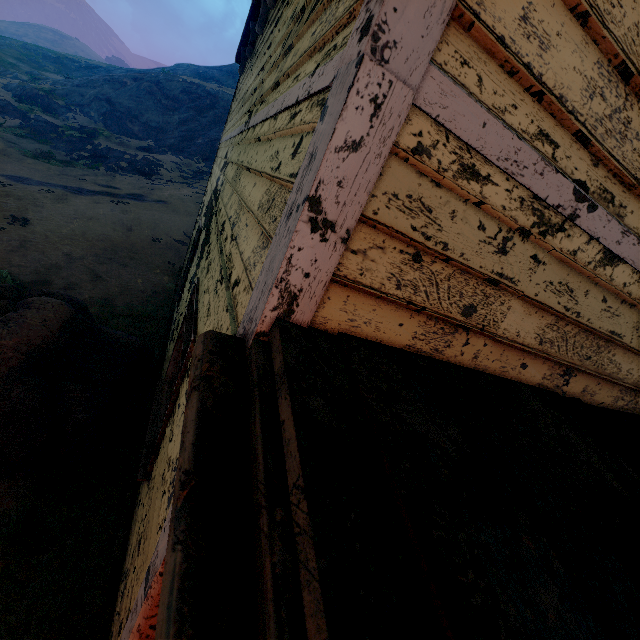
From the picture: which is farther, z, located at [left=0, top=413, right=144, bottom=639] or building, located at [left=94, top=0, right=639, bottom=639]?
z, located at [left=0, top=413, right=144, bottom=639]

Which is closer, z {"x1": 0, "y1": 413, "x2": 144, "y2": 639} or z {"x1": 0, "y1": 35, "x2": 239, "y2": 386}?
z {"x1": 0, "y1": 413, "x2": 144, "y2": 639}

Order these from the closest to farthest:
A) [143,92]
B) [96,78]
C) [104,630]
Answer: [104,630], [143,92], [96,78]

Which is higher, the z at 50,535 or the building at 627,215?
the building at 627,215

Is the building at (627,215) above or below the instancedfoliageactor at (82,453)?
above

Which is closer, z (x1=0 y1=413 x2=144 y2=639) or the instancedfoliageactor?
z (x1=0 y1=413 x2=144 y2=639)

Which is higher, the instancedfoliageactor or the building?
the building

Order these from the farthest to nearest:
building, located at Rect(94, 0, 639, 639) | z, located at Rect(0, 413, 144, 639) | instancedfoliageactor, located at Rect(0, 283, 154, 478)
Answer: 1. instancedfoliageactor, located at Rect(0, 283, 154, 478)
2. z, located at Rect(0, 413, 144, 639)
3. building, located at Rect(94, 0, 639, 639)
